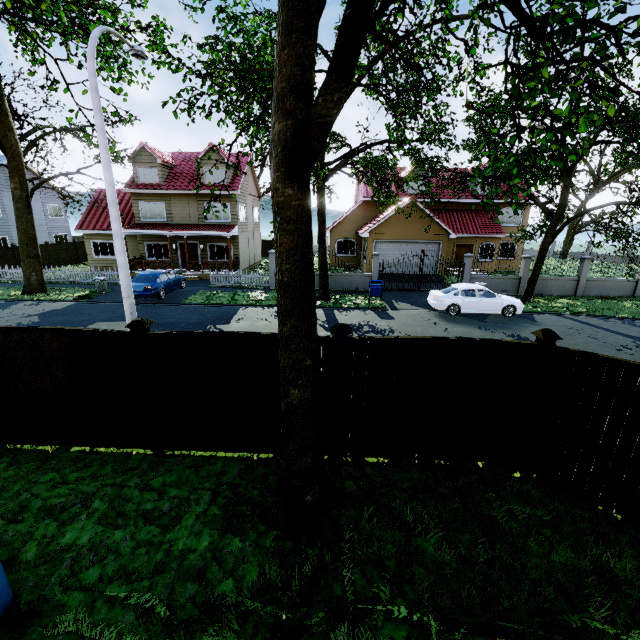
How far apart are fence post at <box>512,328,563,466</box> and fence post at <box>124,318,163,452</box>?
6.38m

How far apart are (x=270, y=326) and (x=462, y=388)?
9.7 meters

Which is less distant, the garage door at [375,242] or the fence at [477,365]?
the fence at [477,365]

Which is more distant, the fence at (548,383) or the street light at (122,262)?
the street light at (122,262)

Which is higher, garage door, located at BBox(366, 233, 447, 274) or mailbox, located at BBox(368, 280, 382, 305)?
garage door, located at BBox(366, 233, 447, 274)

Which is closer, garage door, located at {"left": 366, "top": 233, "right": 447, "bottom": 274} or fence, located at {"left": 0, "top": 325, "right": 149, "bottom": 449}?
fence, located at {"left": 0, "top": 325, "right": 149, "bottom": 449}

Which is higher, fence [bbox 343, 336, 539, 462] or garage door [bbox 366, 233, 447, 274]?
garage door [bbox 366, 233, 447, 274]

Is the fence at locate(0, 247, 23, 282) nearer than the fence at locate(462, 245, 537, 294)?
No
